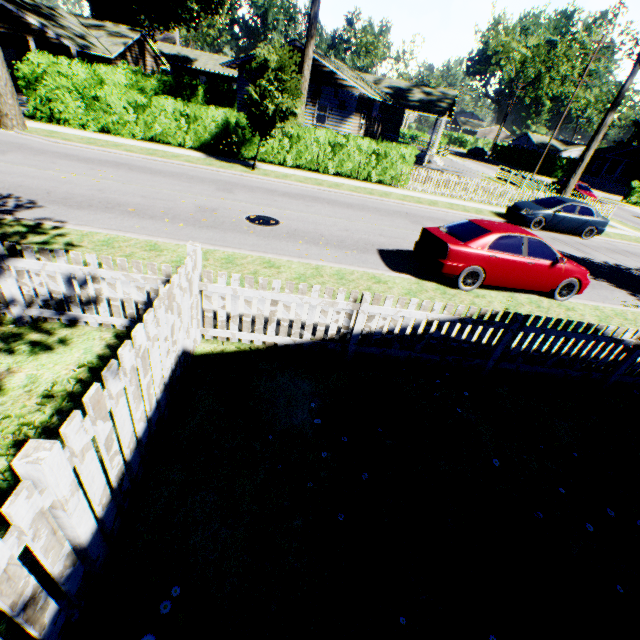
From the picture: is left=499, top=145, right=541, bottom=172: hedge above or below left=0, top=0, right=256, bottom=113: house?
below

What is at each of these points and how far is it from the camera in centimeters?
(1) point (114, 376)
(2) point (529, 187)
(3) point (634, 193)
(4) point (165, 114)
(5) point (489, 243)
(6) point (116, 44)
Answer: (1) fence, 244cm
(2) fence, 2873cm
(3) hedge, 3572cm
(4) hedge, 1684cm
(5) car, 796cm
(6) house, 2516cm

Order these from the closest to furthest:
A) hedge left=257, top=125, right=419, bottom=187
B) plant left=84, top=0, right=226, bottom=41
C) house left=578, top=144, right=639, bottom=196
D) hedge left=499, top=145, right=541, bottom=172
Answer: hedge left=257, top=125, right=419, bottom=187 → plant left=84, top=0, right=226, bottom=41 → house left=578, top=144, right=639, bottom=196 → hedge left=499, top=145, right=541, bottom=172

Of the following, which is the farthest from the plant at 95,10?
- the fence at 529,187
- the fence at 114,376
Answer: Answer: the fence at 529,187

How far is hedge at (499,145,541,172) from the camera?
51.4m

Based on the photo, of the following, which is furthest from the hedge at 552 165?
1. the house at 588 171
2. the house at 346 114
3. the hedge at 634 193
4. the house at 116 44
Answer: the house at 116 44

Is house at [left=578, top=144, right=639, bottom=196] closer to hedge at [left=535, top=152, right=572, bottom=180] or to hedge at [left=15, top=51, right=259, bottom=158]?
hedge at [left=535, top=152, right=572, bottom=180]

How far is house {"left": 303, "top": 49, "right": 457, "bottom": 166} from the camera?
23.2m
